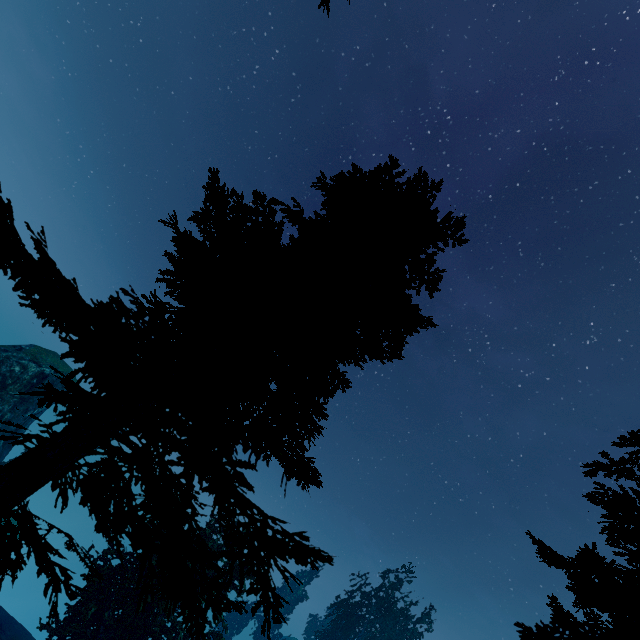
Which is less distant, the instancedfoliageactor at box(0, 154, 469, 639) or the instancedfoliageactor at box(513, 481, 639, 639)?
the instancedfoliageactor at box(0, 154, 469, 639)

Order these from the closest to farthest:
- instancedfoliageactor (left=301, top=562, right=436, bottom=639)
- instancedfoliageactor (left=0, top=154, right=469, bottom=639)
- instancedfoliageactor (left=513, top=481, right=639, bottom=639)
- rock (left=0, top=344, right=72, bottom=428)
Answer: instancedfoliageactor (left=0, top=154, right=469, bottom=639) < instancedfoliageactor (left=513, top=481, right=639, bottom=639) < rock (left=0, top=344, right=72, bottom=428) < instancedfoliageactor (left=301, top=562, right=436, bottom=639)

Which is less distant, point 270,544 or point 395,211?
point 270,544

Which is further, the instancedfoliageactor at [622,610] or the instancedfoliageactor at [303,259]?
the instancedfoliageactor at [622,610]

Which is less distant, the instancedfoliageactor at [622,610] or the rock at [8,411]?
the instancedfoliageactor at [622,610]

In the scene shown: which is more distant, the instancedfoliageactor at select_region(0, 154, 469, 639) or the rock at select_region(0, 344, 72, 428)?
the rock at select_region(0, 344, 72, 428)

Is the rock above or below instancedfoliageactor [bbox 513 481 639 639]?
below
